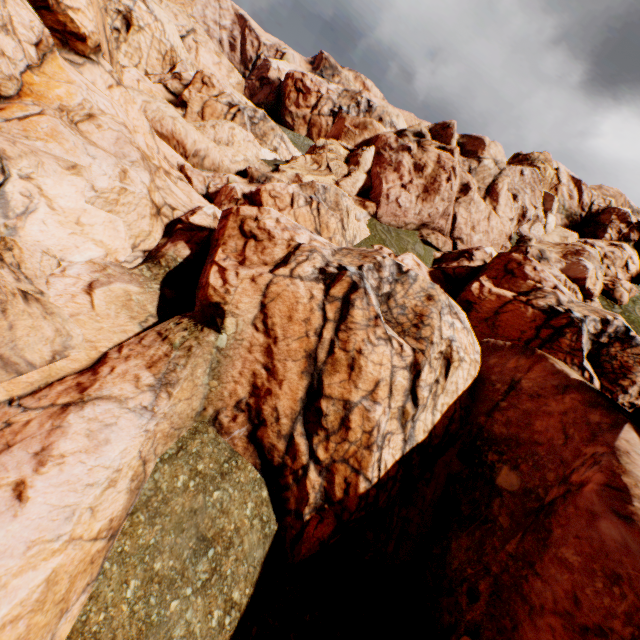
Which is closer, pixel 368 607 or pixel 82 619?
pixel 82 619
